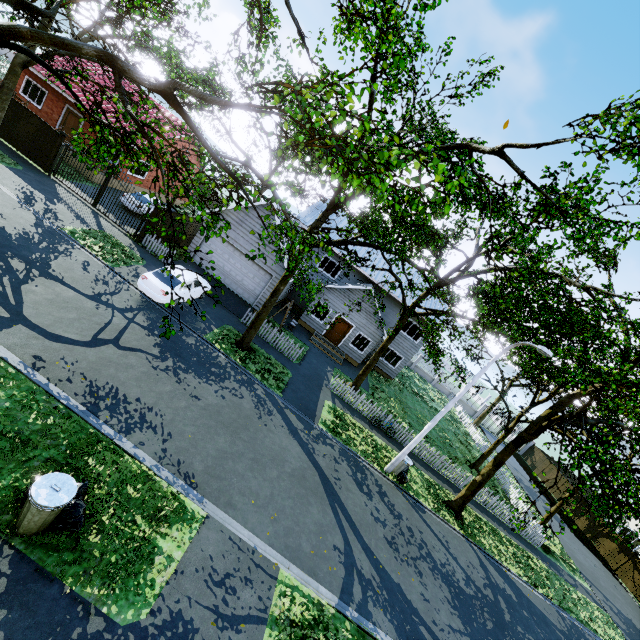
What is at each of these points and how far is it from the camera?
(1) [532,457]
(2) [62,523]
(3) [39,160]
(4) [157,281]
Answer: (1) fence, 38.6m
(2) trash bag, 5.8m
(3) fence, 18.7m
(4) car, 14.5m

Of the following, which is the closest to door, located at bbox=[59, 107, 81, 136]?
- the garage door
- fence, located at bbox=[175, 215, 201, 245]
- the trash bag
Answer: fence, located at bbox=[175, 215, 201, 245]

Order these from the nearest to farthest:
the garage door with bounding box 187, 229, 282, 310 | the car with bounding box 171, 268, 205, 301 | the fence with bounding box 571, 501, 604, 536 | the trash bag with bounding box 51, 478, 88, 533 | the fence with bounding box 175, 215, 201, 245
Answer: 1. the trash bag with bounding box 51, 478, 88, 533
2. the car with bounding box 171, 268, 205, 301
3. the garage door with bounding box 187, 229, 282, 310
4. the fence with bounding box 175, 215, 201, 245
5. the fence with bounding box 571, 501, 604, 536

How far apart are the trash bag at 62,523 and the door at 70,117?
27.48m

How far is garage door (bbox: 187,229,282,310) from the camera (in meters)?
20.06

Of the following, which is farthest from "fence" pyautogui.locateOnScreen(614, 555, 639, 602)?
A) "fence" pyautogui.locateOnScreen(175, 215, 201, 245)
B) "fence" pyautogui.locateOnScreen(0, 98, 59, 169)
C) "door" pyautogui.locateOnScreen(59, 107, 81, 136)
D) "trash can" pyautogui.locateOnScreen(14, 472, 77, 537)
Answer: "door" pyautogui.locateOnScreen(59, 107, 81, 136)

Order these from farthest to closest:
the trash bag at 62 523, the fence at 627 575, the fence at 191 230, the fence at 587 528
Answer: the fence at 587 528, the fence at 627 575, the fence at 191 230, the trash bag at 62 523

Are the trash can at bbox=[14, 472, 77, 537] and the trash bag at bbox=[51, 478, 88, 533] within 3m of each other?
yes
